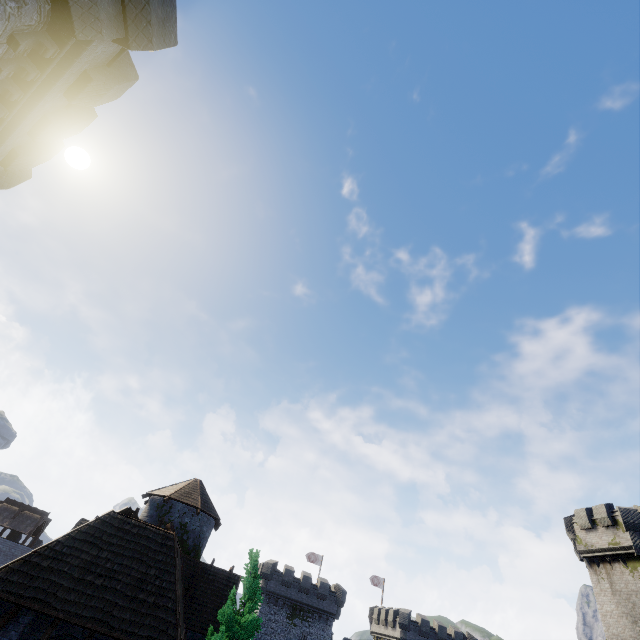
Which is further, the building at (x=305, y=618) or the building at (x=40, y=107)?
the building at (x=305, y=618)

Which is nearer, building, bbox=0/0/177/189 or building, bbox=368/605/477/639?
building, bbox=0/0/177/189

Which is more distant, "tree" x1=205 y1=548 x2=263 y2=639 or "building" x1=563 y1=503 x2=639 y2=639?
"building" x1=563 y1=503 x2=639 y2=639

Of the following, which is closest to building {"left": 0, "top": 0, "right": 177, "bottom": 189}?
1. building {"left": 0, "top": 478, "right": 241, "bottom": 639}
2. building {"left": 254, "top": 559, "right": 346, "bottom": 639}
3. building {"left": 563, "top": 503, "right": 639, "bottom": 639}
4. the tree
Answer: building {"left": 0, "top": 478, "right": 241, "bottom": 639}

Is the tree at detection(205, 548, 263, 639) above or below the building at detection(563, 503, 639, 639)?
below

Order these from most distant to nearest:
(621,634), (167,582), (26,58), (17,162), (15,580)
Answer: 1. (621,634)
2. (167,582)
3. (17,162)
4. (15,580)
5. (26,58)

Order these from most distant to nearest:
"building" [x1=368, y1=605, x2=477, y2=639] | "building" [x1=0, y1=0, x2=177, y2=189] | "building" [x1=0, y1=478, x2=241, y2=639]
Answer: "building" [x1=368, y1=605, x2=477, y2=639], "building" [x1=0, y1=478, x2=241, y2=639], "building" [x1=0, y1=0, x2=177, y2=189]

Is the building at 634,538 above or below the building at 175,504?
above
